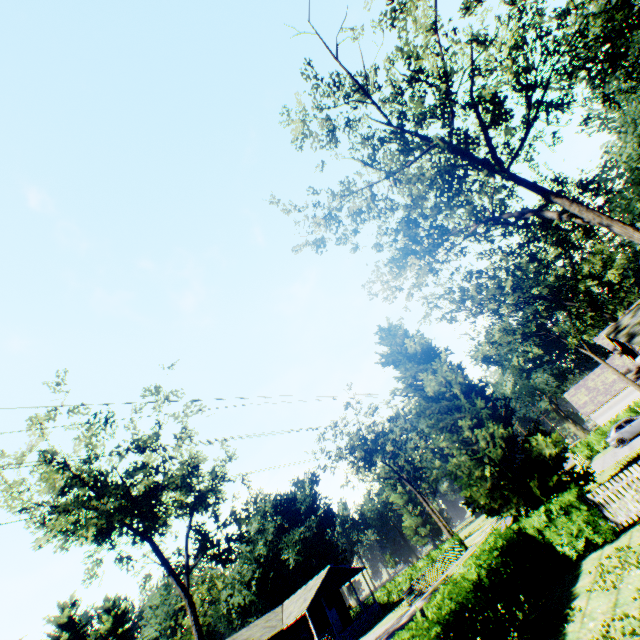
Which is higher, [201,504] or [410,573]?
[201,504]

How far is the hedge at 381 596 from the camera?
38.7 meters

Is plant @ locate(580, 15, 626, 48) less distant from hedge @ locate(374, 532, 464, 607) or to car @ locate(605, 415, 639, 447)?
car @ locate(605, 415, 639, 447)

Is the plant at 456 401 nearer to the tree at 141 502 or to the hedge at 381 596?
the tree at 141 502

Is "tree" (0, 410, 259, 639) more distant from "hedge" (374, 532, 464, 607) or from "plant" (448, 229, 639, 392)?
"hedge" (374, 532, 464, 607)

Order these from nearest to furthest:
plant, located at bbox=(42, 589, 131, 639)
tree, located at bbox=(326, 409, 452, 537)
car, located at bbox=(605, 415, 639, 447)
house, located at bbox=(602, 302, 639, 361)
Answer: house, located at bbox=(602, 302, 639, 361)
car, located at bbox=(605, 415, 639, 447)
tree, located at bbox=(326, 409, 452, 537)
plant, located at bbox=(42, 589, 131, 639)

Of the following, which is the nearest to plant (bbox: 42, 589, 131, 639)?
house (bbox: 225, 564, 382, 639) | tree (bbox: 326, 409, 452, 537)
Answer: tree (bbox: 326, 409, 452, 537)

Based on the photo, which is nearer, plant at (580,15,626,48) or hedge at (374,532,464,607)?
plant at (580,15,626,48)
